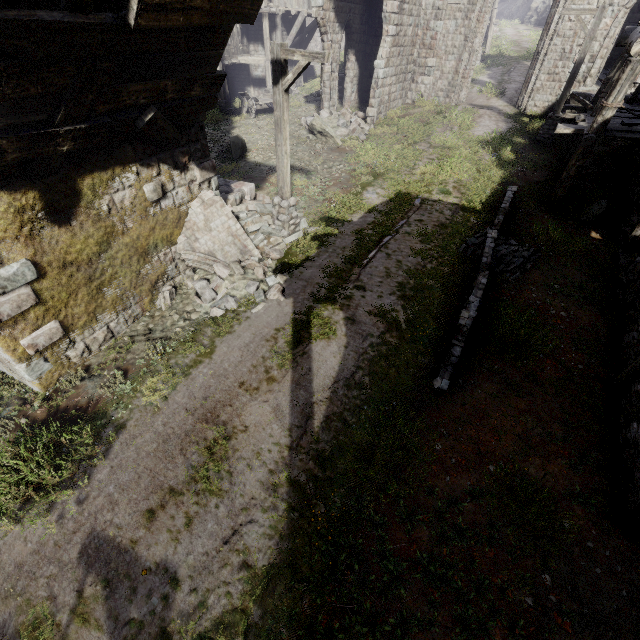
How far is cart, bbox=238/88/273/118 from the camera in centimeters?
2061cm

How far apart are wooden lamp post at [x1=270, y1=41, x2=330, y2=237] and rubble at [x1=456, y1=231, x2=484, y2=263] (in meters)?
4.89

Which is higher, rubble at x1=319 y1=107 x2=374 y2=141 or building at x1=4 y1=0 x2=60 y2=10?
building at x1=4 y1=0 x2=60 y2=10

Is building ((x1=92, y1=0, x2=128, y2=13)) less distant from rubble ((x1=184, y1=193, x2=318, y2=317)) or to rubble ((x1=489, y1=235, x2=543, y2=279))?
rubble ((x1=184, y1=193, x2=318, y2=317))

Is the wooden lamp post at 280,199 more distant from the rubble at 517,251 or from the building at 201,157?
the rubble at 517,251

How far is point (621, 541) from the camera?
4.6m

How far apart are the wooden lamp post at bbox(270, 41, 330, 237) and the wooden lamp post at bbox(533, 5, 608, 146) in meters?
13.0

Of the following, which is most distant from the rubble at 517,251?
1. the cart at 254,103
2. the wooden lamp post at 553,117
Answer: the cart at 254,103
